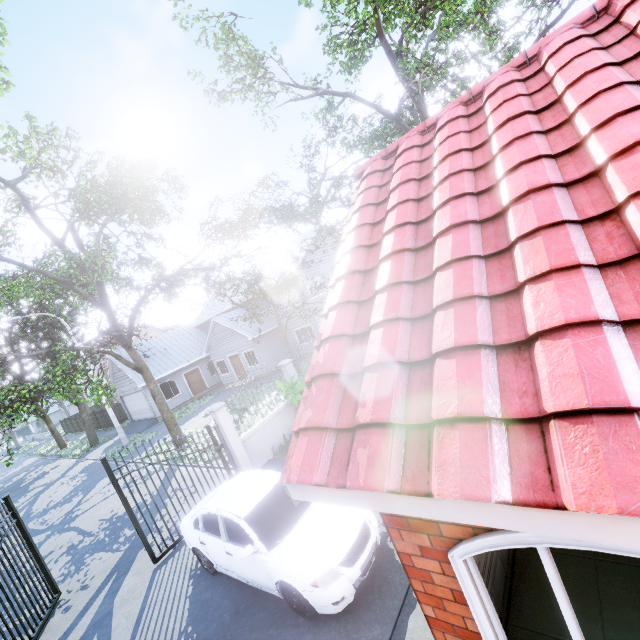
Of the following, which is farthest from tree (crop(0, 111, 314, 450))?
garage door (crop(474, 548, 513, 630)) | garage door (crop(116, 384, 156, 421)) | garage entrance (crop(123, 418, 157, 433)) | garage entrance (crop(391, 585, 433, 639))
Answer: garage entrance (crop(391, 585, 433, 639))

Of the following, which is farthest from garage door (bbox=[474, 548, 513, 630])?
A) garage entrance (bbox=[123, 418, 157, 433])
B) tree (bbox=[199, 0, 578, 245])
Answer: garage entrance (bbox=[123, 418, 157, 433])

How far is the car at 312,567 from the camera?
4.66m

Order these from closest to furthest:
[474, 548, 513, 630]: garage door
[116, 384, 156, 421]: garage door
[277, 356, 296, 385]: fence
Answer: [474, 548, 513, 630]: garage door → [277, 356, 296, 385]: fence → [116, 384, 156, 421]: garage door

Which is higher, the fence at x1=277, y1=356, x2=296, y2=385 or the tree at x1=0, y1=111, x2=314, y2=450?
the tree at x1=0, y1=111, x2=314, y2=450

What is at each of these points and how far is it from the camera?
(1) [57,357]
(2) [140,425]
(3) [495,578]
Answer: (1) tree, 26.7 meters
(2) garage entrance, 25.6 meters
(3) garage door, 3.6 meters

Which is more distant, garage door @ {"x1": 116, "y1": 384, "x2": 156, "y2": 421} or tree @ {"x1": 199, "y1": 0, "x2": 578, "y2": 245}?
garage door @ {"x1": 116, "y1": 384, "x2": 156, "y2": 421}

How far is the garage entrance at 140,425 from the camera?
24.60m
